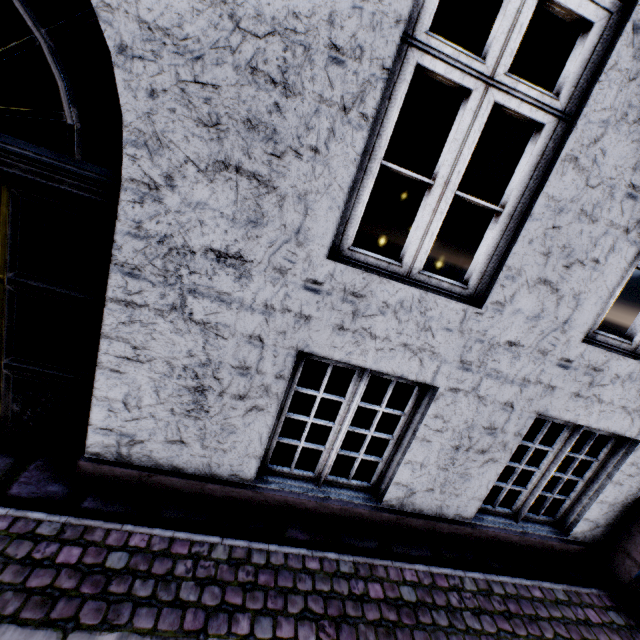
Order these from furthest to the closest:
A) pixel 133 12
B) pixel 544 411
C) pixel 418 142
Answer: pixel 418 142 < pixel 544 411 < pixel 133 12
